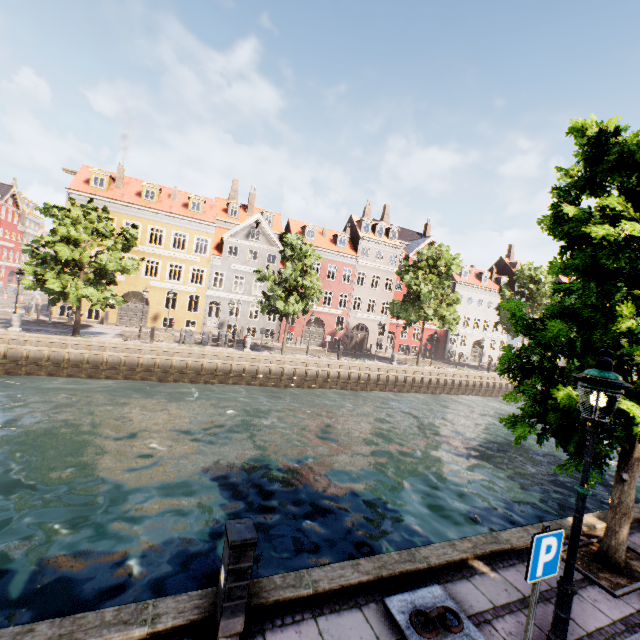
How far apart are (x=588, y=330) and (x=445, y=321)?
25.14m

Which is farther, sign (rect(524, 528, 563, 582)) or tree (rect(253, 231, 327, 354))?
tree (rect(253, 231, 327, 354))

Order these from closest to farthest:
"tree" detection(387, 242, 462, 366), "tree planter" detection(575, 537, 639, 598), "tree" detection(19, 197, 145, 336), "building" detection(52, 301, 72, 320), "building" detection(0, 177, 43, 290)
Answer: "tree planter" detection(575, 537, 639, 598) < "tree" detection(19, 197, 145, 336) < "building" detection(52, 301, 72, 320) < "tree" detection(387, 242, 462, 366) < "building" detection(0, 177, 43, 290)

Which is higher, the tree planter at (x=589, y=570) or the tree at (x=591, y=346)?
the tree at (x=591, y=346)

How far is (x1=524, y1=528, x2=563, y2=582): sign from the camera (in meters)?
3.26

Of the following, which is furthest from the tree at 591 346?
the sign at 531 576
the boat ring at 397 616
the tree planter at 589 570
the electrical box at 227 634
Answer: the electrical box at 227 634

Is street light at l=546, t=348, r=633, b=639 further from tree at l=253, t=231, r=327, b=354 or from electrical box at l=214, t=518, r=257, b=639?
electrical box at l=214, t=518, r=257, b=639

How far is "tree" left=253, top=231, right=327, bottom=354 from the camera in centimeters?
2406cm
